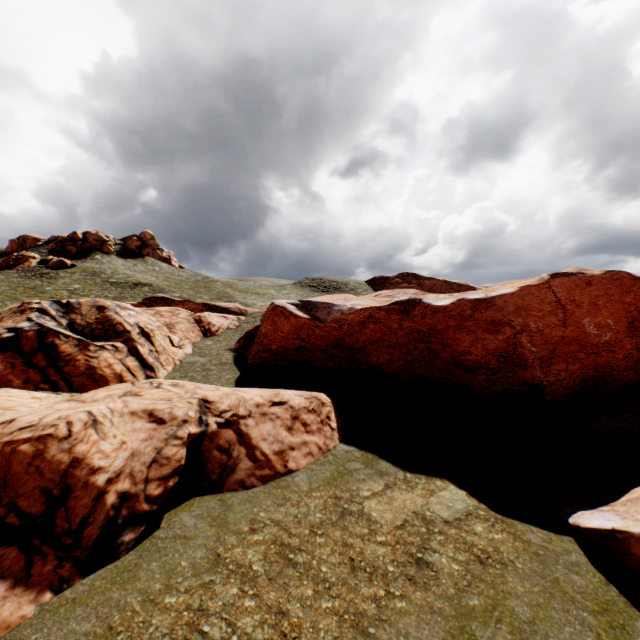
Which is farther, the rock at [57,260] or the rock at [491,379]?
the rock at [57,260]

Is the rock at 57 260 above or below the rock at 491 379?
above

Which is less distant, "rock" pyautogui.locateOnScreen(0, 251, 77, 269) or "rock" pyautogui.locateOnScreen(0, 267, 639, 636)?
"rock" pyautogui.locateOnScreen(0, 267, 639, 636)

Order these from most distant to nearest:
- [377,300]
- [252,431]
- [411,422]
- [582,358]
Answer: [377,300] → [582,358] → [411,422] → [252,431]

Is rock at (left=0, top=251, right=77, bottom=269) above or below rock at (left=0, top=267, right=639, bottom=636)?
above
